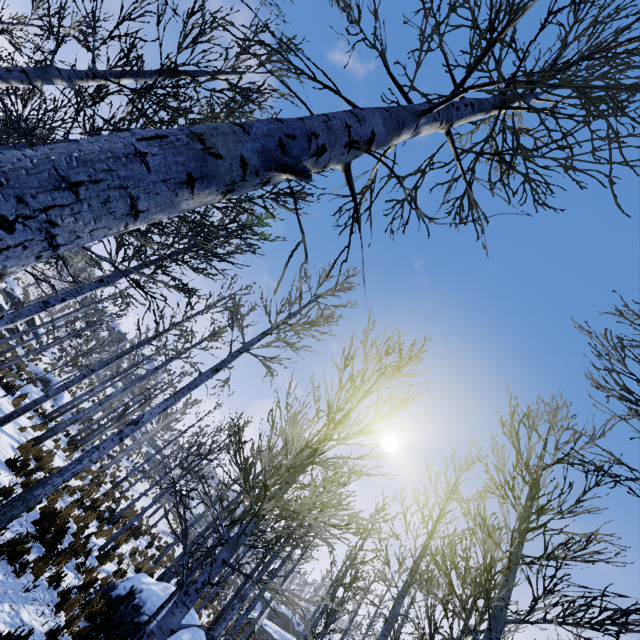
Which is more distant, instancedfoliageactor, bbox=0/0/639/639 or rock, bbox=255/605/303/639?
rock, bbox=255/605/303/639

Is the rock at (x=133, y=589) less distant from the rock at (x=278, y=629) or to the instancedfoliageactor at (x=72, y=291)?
the instancedfoliageactor at (x=72, y=291)

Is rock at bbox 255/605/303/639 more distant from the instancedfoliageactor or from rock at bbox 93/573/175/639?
rock at bbox 93/573/175/639

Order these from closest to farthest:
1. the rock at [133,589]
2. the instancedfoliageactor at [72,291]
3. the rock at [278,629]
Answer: the instancedfoliageactor at [72,291]
the rock at [133,589]
the rock at [278,629]

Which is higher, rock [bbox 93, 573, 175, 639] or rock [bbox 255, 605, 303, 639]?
rock [bbox 255, 605, 303, 639]

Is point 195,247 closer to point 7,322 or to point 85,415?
point 7,322

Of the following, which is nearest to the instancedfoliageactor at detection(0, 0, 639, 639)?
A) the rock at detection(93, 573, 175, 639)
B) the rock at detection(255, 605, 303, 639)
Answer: the rock at detection(93, 573, 175, 639)
